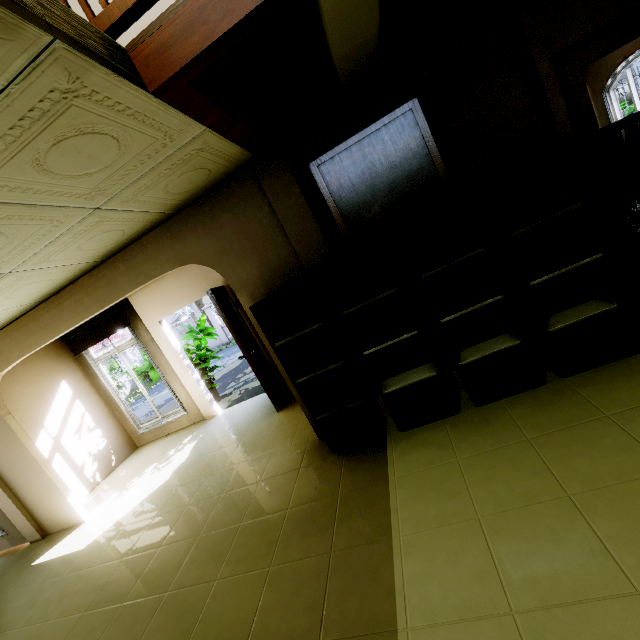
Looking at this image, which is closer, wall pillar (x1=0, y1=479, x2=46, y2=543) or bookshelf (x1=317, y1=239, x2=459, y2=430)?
bookshelf (x1=317, y1=239, x2=459, y2=430)

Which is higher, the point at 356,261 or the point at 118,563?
the point at 356,261

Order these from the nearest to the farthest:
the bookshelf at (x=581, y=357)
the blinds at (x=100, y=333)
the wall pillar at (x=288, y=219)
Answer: the bookshelf at (x=581, y=357) < the wall pillar at (x=288, y=219) < the blinds at (x=100, y=333)

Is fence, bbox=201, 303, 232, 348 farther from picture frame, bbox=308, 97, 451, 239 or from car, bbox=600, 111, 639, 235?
picture frame, bbox=308, 97, 451, 239

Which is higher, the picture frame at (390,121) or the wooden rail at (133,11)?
the wooden rail at (133,11)

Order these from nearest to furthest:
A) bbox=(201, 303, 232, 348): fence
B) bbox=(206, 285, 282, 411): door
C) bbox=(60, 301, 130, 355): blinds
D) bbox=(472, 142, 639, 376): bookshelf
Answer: bbox=(472, 142, 639, 376): bookshelf → bbox=(206, 285, 282, 411): door → bbox=(60, 301, 130, 355): blinds → bbox=(201, 303, 232, 348): fence

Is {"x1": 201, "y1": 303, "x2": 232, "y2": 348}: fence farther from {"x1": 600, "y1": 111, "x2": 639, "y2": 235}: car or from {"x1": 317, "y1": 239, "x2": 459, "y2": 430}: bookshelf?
{"x1": 317, "y1": 239, "x2": 459, "y2": 430}: bookshelf

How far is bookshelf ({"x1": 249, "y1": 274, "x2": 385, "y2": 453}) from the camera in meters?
2.9 m
